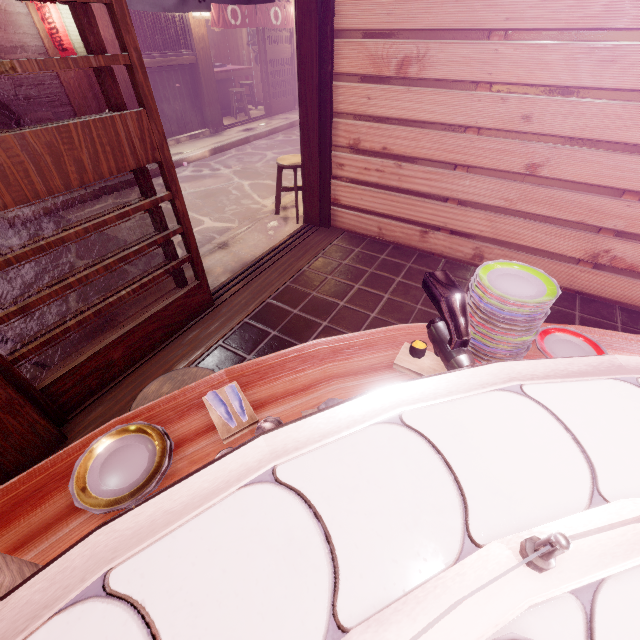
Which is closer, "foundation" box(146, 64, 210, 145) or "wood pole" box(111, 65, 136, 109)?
"wood pole" box(111, 65, 136, 109)

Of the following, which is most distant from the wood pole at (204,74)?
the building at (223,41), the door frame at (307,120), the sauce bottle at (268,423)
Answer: the sauce bottle at (268,423)

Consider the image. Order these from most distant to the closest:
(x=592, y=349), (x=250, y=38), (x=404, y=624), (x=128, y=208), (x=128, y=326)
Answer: (x=250, y=38)
(x=128, y=326)
(x=128, y=208)
(x=592, y=349)
(x=404, y=624)

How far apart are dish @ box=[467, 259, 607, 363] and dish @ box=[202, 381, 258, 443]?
1.57m

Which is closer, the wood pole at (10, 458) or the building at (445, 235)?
the wood pole at (10, 458)

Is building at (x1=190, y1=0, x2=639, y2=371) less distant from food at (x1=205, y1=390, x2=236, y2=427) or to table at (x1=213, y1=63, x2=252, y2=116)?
food at (x1=205, y1=390, x2=236, y2=427)

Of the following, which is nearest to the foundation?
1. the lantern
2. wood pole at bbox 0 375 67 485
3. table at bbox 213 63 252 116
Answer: the lantern

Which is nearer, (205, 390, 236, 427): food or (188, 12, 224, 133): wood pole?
(205, 390, 236, 427): food
